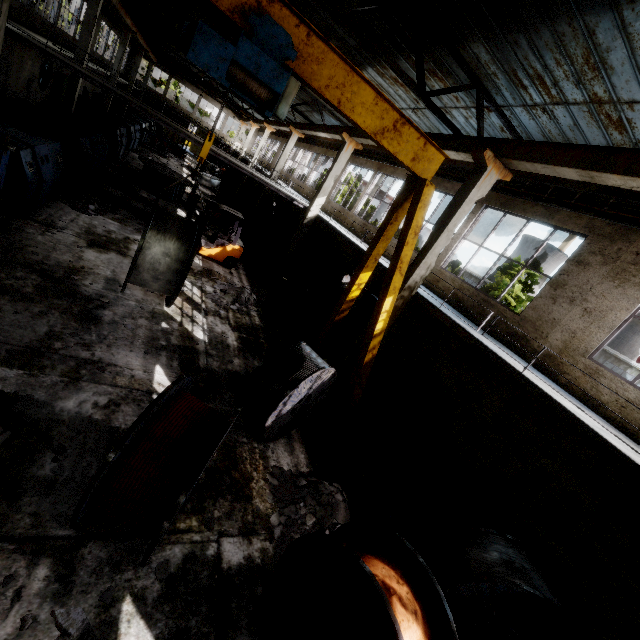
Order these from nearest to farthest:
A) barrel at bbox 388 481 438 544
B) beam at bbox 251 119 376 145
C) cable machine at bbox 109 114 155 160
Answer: barrel at bbox 388 481 438 544
beam at bbox 251 119 376 145
cable machine at bbox 109 114 155 160

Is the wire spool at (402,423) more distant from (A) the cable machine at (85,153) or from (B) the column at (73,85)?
(B) the column at (73,85)

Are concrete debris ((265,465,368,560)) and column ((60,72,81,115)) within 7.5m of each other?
no

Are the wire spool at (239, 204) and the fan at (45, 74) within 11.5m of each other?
no

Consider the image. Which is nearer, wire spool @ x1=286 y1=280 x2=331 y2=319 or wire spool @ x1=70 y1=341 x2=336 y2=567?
wire spool @ x1=70 y1=341 x2=336 y2=567

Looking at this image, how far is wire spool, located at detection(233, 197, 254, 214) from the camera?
28.7 meters

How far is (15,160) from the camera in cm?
862

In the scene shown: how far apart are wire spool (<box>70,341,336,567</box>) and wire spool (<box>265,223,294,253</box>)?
18.1 meters
